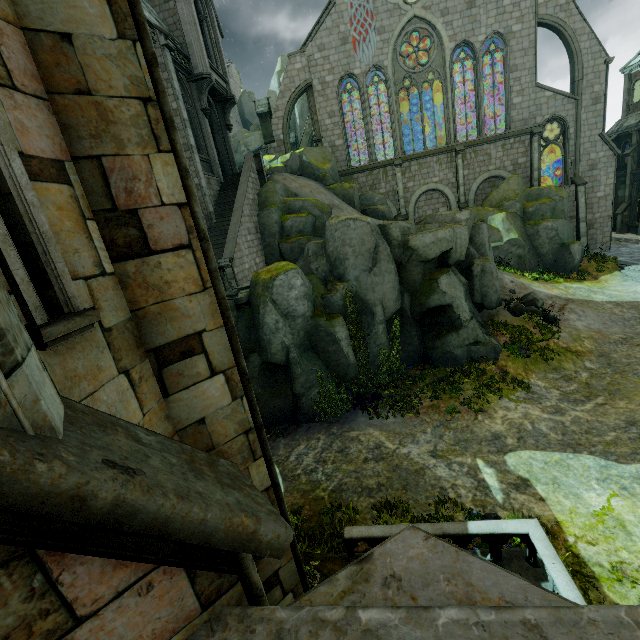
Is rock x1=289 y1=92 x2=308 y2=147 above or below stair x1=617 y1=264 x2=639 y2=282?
above

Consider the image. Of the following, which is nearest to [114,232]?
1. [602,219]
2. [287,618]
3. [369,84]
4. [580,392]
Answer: [287,618]

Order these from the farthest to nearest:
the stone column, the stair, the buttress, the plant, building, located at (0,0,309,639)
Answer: the buttress → the stone column → the stair → the plant → building, located at (0,0,309,639)

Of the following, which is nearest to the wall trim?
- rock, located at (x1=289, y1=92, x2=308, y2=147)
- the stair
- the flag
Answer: rock, located at (x1=289, y1=92, x2=308, y2=147)

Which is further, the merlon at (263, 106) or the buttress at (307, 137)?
the buttress at (307, 137)

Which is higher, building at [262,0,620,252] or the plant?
building at [262,0,620,252]

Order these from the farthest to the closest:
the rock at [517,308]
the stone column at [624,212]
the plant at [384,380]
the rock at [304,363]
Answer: the stone column at [624,212] → the rock at [517,308] → the plant at [384,380] → the rock at [304,363]

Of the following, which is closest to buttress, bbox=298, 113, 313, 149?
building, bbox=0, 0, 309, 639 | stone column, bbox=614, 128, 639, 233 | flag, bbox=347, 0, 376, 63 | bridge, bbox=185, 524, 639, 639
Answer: building, bbox=0, 0, 309, 639
